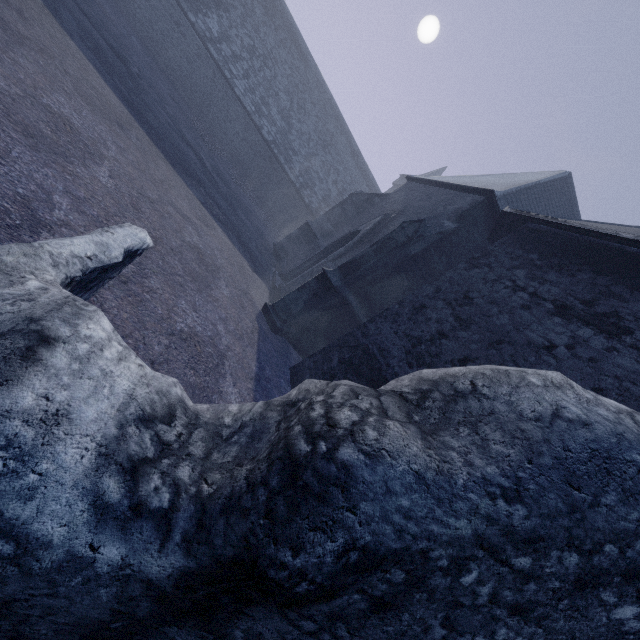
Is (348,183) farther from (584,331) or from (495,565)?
(495,565)
